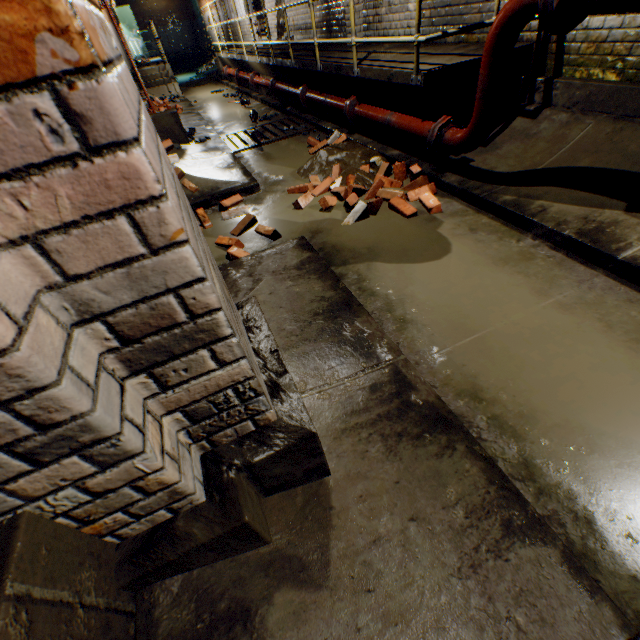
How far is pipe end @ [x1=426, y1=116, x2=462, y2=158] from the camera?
3.23m

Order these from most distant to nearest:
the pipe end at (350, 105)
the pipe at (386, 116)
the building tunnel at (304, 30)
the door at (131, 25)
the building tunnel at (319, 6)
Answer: the door at (131, 25) → the building tunnel at (304, 30) → the building tunnel at (319, 6) → the pipe end at (350, 105) → the pipe at (386, 116)

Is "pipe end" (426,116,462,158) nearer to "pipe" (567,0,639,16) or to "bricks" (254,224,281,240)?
"pipe" (567,0,639,16)

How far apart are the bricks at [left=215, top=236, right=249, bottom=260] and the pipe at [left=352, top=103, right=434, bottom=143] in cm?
229

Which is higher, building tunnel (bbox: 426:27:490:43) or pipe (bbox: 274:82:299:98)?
building tunnel (bbox: 426:27:490:43)

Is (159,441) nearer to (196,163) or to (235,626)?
(235,626)

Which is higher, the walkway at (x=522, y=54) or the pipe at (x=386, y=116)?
the walkway at (x=522, y=54)

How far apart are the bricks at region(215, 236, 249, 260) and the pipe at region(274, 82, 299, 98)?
4.88m
